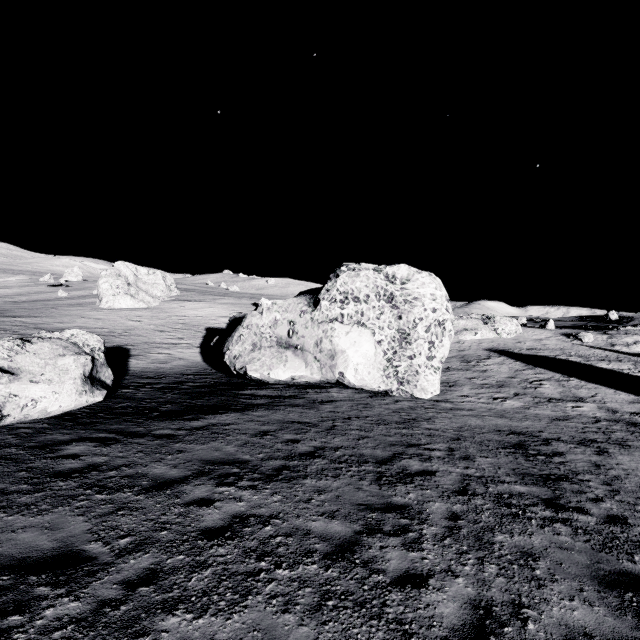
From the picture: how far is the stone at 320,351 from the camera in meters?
16.5 m

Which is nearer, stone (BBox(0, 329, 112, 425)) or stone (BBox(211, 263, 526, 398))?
stone (BBox(0, 329, 112, 425))

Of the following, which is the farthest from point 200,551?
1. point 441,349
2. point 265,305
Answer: point 265,305

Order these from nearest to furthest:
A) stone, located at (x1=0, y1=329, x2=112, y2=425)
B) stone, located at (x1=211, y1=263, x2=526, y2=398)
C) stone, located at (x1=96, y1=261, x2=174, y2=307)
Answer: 1. stone, located at (x1=0, y1=329, x2=112, y2=425)
2. stone, located at (x1=211, y1=263, x2=526, y2=398)
3. stone, located at (x1=96, y1=261, x2=174, y2=307)

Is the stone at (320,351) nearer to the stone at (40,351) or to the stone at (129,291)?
the stone at (40,351)

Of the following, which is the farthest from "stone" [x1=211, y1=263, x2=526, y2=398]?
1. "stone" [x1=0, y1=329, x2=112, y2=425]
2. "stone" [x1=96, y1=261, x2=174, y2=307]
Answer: "stone" [x1=96, y1=261, x2=174, y2=307]

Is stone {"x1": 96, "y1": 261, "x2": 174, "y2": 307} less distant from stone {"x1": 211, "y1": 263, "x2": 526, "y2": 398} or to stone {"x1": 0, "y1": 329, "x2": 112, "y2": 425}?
stone {"x1": 211, "y1": 263, "x2": 526, "y2": 398}
